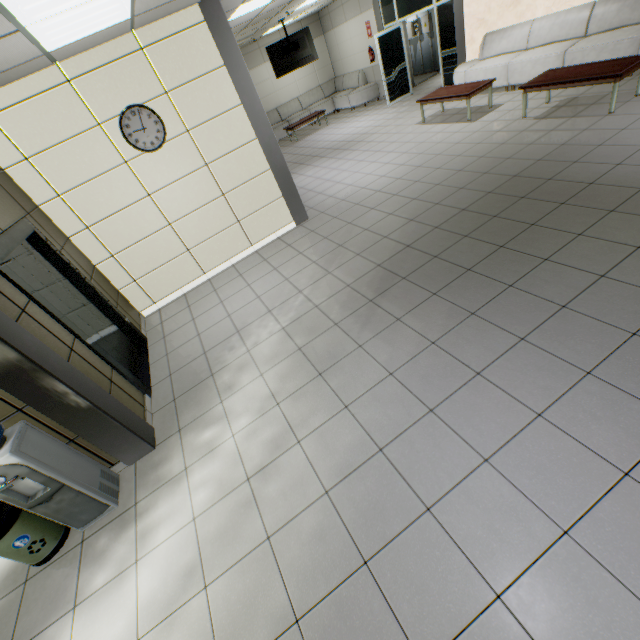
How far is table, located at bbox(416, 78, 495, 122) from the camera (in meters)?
6.81

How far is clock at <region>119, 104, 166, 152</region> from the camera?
4.34m

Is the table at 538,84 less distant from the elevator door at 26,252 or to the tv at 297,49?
the tv at 297,49

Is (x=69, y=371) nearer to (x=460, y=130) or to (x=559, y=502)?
(x=559, y=502)

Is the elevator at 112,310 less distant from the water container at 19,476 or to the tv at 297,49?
the water container at 19,476

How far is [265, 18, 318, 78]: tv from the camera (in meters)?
10.11

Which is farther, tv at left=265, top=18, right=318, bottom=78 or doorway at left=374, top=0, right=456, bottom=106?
tv at left=265, top=18, right=318, bottom=78

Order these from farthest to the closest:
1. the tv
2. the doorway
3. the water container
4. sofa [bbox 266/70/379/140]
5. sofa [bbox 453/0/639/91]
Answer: sofa [bbox 266/70/379/140] < the tv < the doorway < sofa [bbox 453/0/639/91] < the water container
